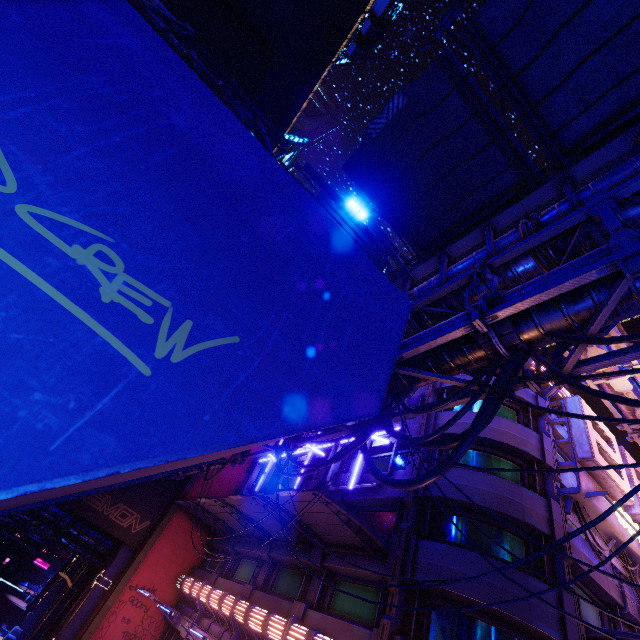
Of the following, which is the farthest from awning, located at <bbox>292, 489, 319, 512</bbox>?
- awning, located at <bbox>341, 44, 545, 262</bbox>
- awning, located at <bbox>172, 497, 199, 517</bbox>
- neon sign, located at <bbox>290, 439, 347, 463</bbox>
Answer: awning, located at <bbox>172, 497, 199, 517</bbox>

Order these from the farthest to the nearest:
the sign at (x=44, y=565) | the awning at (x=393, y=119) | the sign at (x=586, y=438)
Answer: the sign at (x=44, y=565) → the sign at (x=586, y=438) → the awning at (x=393, y=119)

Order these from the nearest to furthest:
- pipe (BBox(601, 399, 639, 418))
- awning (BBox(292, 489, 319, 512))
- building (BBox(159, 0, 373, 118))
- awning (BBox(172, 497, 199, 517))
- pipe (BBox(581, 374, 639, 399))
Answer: awning (BBox(292, 489, 319, 512)) < pipe (BBox(581, 374, 639, 399)) < pipe (BBox(601, 399, 639, 418)) < awning (BBox(172, 497, 199, 517)) < building (BBox(159, 0, 373, 118))

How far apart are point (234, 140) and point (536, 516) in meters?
15.5

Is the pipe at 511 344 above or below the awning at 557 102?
below

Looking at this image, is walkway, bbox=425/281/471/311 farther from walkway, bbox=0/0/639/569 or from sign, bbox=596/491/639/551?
sign, bbox=596/491/639/551

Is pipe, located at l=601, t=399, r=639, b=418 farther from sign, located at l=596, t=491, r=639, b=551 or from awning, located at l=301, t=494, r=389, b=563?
sign, located at l=596, t=491, r=639, b=551

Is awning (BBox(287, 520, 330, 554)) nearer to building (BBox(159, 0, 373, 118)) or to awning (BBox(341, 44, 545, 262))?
awning (BBox(341, 44, 545, 262))
